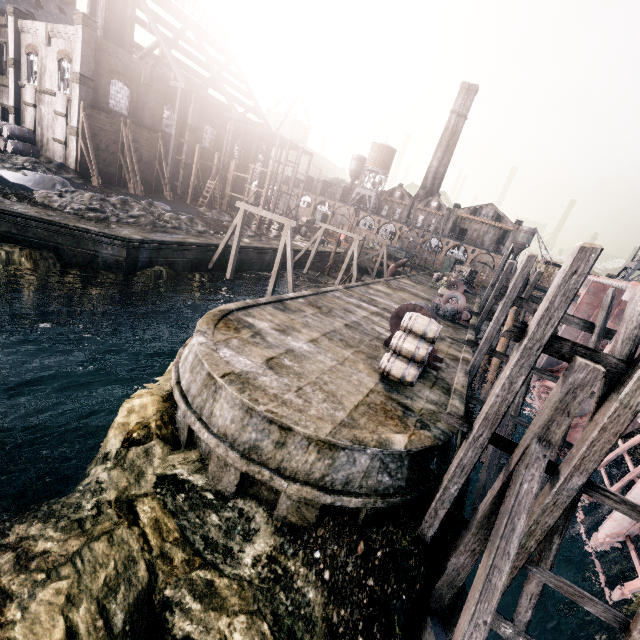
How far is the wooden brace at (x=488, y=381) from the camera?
16.34m

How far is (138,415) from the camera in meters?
11.0 m

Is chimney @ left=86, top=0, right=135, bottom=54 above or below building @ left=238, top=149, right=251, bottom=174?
above

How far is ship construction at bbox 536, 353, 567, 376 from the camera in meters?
26.6

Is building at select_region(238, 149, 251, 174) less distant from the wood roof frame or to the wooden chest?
the wooden chest

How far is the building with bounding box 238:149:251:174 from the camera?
49.6 meters

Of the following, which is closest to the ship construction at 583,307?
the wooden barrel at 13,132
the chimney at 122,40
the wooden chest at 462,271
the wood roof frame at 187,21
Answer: the wooden chest at 462,271

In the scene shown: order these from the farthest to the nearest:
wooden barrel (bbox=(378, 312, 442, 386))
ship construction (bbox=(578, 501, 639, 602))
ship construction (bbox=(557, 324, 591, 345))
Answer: ship construction (bbox=(557, 324, 591, 345))
wooden barrel (bbox=(378, 312, 442, 386))
ship construction (bbox=(578, 501, 639, 602))
